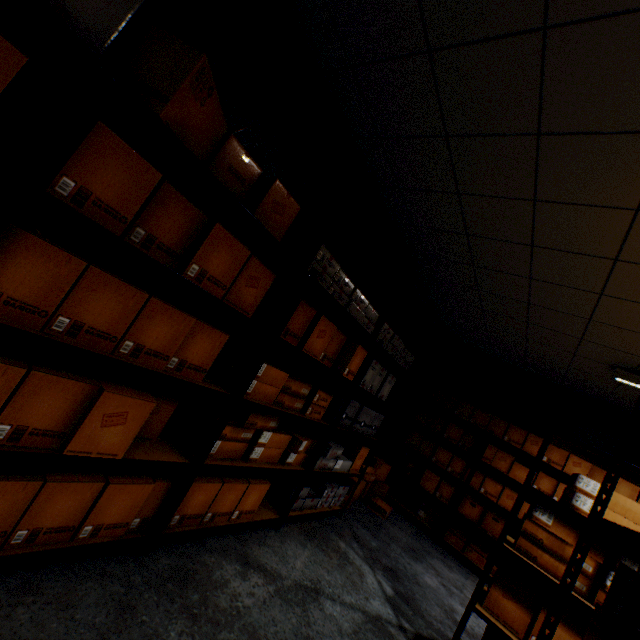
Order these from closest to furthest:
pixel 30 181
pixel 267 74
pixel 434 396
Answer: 1. pixel 30 181
2. pixel 267 74
3. pixel 434 396

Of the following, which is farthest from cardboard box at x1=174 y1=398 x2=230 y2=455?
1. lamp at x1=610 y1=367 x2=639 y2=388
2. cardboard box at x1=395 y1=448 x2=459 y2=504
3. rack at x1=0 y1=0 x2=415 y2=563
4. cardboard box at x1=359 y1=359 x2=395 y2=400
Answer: lamp at x1=610 y1=367 x2=639 y2=388

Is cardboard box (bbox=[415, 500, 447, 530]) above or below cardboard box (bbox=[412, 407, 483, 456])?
below

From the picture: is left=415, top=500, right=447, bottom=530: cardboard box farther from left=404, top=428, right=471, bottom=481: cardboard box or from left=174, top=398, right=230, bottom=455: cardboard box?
left=174, top=398, right=230, bottom=455: cardboard box

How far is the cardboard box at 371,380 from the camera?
3.0m

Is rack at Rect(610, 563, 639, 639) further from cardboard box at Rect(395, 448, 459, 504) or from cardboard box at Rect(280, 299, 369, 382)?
cardboard box at Rect(395, 448, 459, 504)

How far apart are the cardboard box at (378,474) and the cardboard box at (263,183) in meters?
3.7

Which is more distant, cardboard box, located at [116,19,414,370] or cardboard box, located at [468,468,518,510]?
cardboard box, located at [468,468,518,510]
